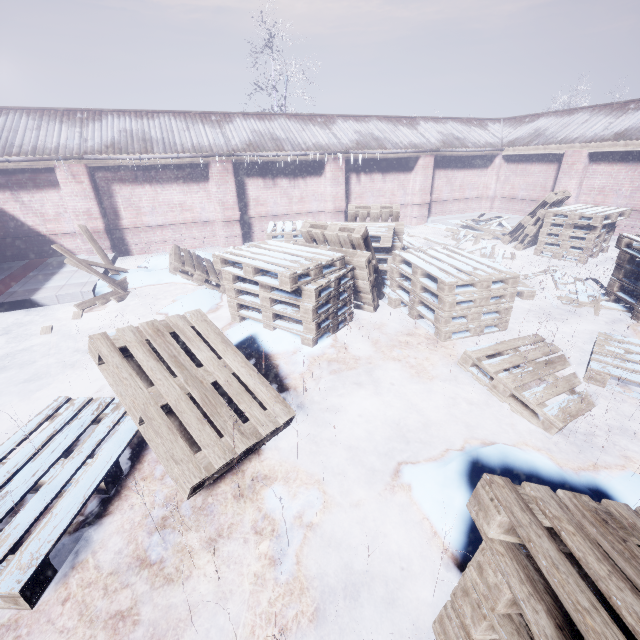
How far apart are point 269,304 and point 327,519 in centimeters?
→ 259cm

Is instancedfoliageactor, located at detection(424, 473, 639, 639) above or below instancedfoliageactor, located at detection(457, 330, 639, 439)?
above

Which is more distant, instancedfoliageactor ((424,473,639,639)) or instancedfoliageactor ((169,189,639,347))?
instancedfoliageactor ((169,189,639,347))

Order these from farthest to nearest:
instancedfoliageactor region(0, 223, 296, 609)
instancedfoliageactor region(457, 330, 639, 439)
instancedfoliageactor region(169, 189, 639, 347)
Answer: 1. instancedfoliageactor region(169, 189, 639, 347)
2. instancedfoliageactor region(457, 330, 639, 439)
3. instancedfoliageactor region(0, 223, 296, 609)

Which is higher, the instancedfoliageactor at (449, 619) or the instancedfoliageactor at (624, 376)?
the instancedfoliageactor at (449, 619)

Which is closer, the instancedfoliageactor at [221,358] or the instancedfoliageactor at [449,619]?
the instancedfoliageactor at [449,619]
